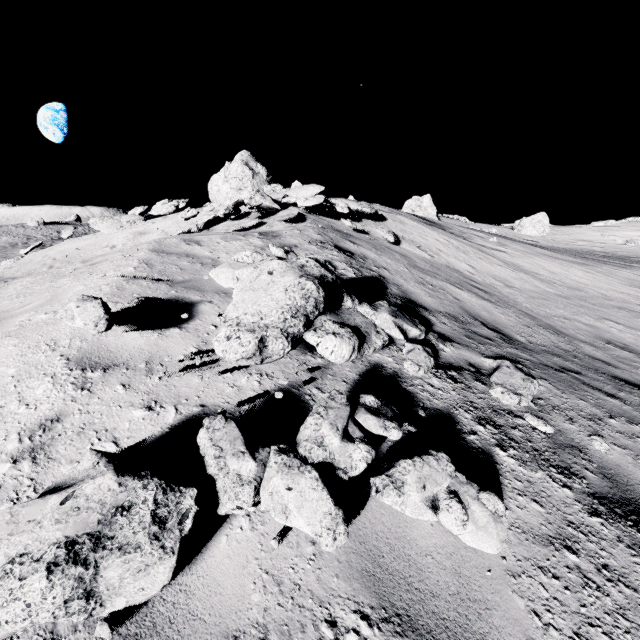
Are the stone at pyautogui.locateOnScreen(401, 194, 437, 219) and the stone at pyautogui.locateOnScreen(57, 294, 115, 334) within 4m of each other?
no

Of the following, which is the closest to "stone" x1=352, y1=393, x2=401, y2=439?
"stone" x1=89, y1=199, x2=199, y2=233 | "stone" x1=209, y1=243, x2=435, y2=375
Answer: "stone" x1=209, y1=243, x2=435, y2=375

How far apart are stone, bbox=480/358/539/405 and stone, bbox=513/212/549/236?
37.0 meters

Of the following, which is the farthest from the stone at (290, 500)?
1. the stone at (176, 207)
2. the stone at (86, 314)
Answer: the stone at (176, 207)

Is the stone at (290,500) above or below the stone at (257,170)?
below

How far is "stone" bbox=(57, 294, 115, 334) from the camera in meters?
3.2 m

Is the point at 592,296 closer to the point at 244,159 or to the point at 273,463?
the point at 273,463

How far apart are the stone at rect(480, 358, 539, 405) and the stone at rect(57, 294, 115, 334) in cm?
446
